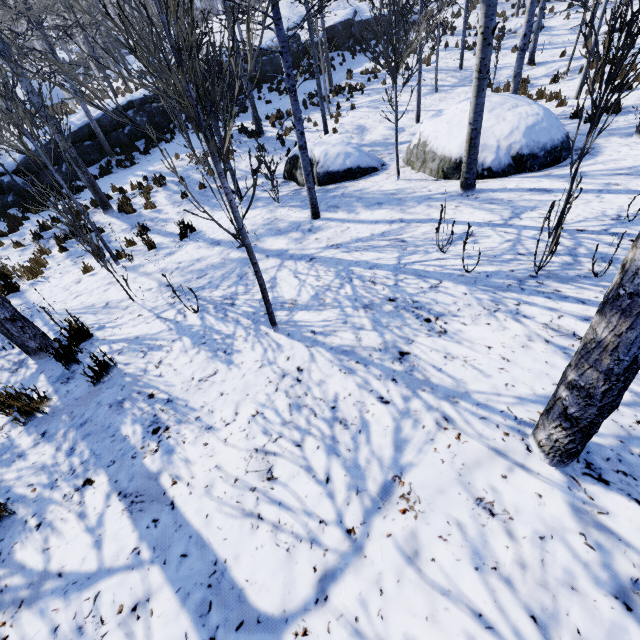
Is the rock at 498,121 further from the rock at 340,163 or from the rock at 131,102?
the rock at 131,102

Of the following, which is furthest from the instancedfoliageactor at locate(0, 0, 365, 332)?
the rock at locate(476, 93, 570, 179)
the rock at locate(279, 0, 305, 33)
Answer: the rock at locate(476, 93, 570, 179)

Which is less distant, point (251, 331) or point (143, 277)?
point (251, 331)

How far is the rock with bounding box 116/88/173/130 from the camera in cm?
1620

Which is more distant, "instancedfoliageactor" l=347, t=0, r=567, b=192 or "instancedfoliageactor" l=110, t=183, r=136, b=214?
"instancedfoliageactor" l=110, t=183, r=136, b=214

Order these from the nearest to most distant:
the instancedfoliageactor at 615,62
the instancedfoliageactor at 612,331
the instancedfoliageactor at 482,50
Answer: the instancedfoliageactor at 612,331 → the instancedfoliageactor at 615,62 → the instancedfoliageactor at 482,50

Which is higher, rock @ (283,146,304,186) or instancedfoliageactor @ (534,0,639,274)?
instancedfoliageactor @ (534,0,639,274)

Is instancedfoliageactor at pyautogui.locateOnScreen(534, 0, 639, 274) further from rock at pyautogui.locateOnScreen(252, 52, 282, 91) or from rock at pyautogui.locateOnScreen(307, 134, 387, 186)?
rock at pyautogui.locateOnScreen(307, 134, 387, 186)
